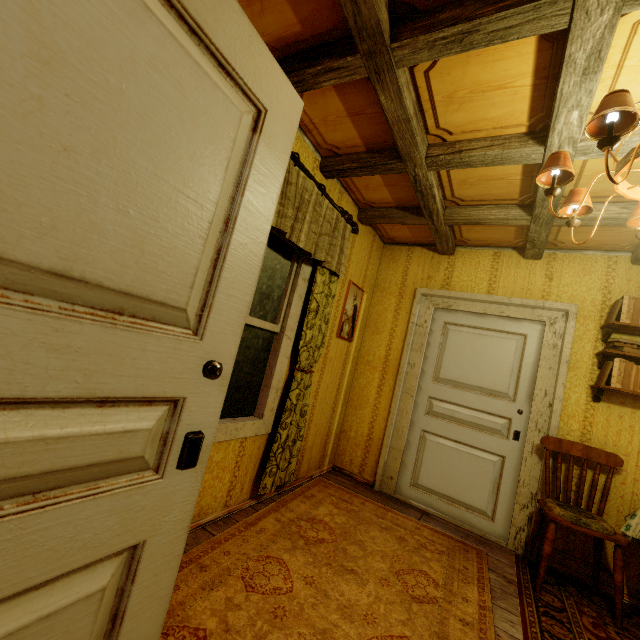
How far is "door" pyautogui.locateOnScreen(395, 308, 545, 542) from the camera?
3.1 meters

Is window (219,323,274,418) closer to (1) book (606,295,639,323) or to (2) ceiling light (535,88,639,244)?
(2) ceiling light (535,88,639,244)

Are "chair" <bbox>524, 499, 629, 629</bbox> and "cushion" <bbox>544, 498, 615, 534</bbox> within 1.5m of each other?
yes

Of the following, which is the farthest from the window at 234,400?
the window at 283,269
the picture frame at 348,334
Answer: the picture frame at 348,334

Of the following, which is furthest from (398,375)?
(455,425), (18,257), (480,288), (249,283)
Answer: (18,257)

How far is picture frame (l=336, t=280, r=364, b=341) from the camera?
3.5m

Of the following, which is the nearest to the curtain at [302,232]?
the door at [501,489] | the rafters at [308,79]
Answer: the rafters at [308,79]

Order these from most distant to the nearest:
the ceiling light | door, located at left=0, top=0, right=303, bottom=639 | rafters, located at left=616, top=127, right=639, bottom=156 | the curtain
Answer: the curtain < rafters, located at left=616, top=127, right=639, bottom=156 < the ceiling light < door, located at left=0, top=0, right=303, bottom=639
